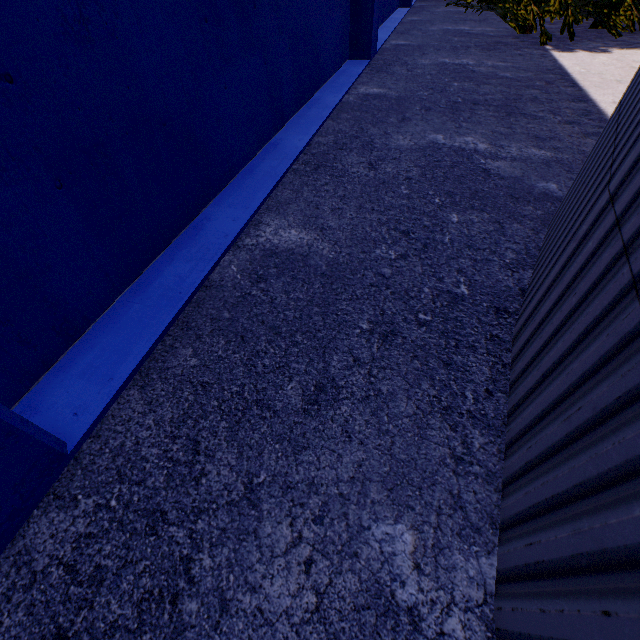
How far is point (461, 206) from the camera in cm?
315

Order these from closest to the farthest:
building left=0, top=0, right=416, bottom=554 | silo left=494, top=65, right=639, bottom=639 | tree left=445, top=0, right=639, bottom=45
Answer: silo left=494, top=65, right=639, bottom=639, building left=0, top=0, right=416, bottom=554, tree left=445, top=0, right=639, bottom=45

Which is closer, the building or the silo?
the silo

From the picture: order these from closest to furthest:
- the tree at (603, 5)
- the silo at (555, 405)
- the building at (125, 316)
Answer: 1. the silo at (555, 405)
2. the building at (125, 316)
3. the tree at (603, 5)

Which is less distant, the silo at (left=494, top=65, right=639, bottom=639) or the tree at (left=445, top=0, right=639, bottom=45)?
the silo at (left=494, top=65, right=639, bottom=639)

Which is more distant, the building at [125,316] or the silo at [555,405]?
the building at [125,316]

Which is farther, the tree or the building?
the tree
